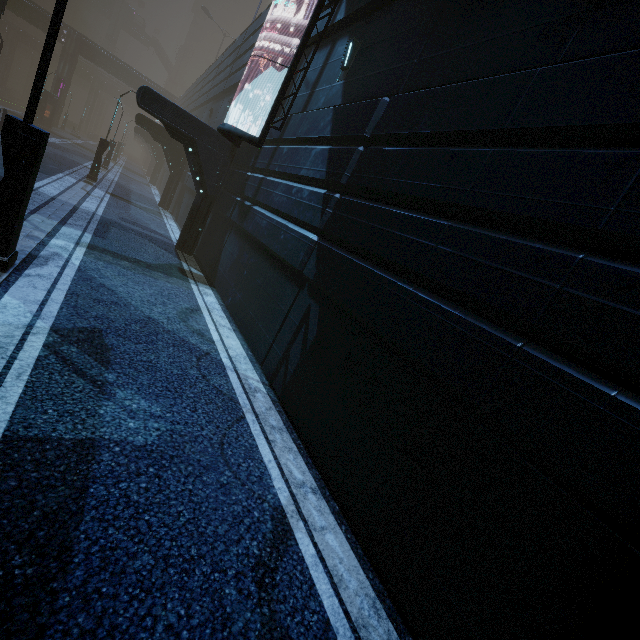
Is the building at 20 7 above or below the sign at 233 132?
above

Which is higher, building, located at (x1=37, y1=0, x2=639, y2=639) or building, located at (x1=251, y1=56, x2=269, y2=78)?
building, located at (x1=251, y1=56, x2=269, y2=78)

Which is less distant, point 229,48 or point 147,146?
point 229,48

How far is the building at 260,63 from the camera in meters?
13.2 m

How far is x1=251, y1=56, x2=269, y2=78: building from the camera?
13.2 meters

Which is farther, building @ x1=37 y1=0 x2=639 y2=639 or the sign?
the sign

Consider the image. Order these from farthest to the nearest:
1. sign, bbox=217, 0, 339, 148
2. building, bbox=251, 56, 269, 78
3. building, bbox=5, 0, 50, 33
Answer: building, bbox=5, 0, 50, 33 < building, bbox=251, 56, 269, 78 < sign, bbox=217, 0, 339, 148
